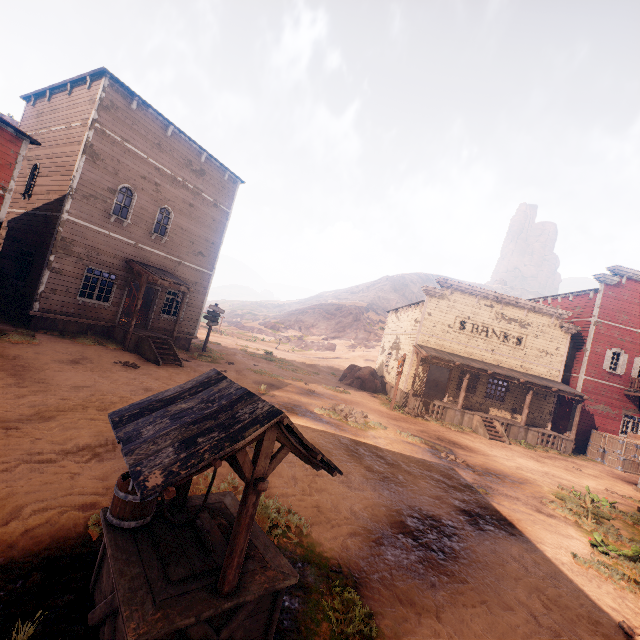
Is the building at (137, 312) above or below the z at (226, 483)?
above

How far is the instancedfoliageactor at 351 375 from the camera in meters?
24.1

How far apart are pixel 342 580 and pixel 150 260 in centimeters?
1629cm

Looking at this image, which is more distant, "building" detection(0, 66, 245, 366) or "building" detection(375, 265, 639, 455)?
"building" detection(375, 265, 639, 455)

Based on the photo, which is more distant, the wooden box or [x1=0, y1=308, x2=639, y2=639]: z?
the wooden box

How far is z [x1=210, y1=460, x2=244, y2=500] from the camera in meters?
5.5

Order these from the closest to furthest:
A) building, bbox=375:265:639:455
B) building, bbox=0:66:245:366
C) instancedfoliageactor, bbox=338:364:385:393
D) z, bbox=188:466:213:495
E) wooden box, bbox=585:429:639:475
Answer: z, bbox=188:466:213:495
building, bbox=0:66:245:366
wooden box, bbox=585:429:639:475
building, bbox=375:265:639:455
instancedfoliageactor, bbox=338:364:385:393
